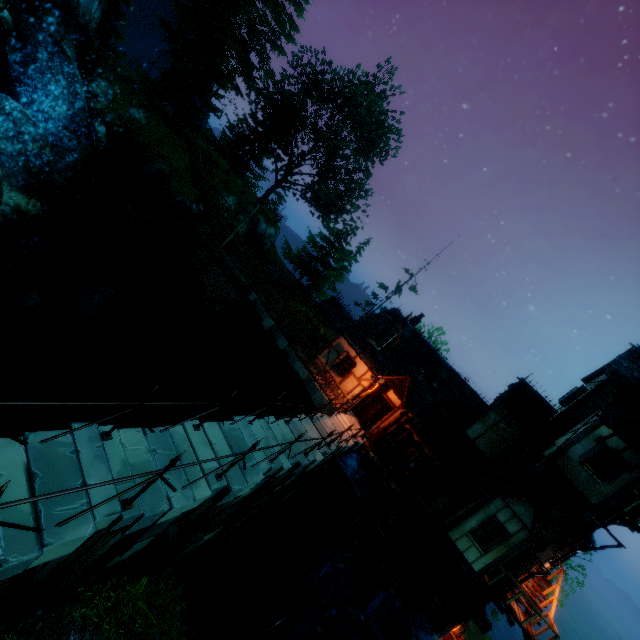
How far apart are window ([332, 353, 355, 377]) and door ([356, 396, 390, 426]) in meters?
2.3

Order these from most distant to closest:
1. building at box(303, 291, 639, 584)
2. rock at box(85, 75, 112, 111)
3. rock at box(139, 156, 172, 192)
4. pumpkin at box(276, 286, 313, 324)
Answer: pumpkin at box(276, 286, 313, 324)
rock at box(139, 156, 172, 192)
rock at box(85, 75, 112, 111)
building at box(303, 291, 639, 584)

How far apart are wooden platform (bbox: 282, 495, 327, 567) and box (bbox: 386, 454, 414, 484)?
6.22m

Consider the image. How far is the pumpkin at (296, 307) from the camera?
29.08m

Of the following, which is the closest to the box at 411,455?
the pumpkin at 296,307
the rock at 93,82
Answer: the pumpkin at 296,307

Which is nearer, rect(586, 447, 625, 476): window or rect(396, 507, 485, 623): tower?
rect(586, 447, 625, 476): window

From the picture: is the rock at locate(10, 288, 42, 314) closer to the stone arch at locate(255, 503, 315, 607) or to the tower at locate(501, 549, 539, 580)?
the stone arch at locate(255, 503, 315, 607)

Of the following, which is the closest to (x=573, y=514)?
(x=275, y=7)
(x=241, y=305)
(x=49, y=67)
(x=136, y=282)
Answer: (x=241, y=305)
